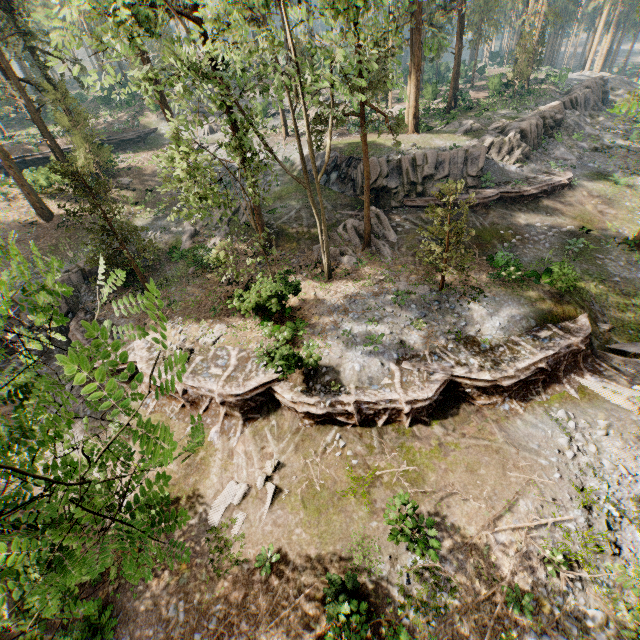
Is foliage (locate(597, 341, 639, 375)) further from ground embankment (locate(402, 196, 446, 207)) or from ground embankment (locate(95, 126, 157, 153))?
ground embankment (locate(95, 126, 157, 153))

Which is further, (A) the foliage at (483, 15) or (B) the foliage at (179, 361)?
(A) the foliage at (483, 15)

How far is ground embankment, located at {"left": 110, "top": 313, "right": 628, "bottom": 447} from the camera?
15.2 meters

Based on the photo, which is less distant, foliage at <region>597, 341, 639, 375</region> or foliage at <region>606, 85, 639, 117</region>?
foliage at <region>606, 85, 639, 117</region>

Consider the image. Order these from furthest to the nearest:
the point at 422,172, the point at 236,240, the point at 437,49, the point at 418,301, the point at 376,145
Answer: the point at 437,49 → the point at 376,145 → the point at 236,240 → the point at 422,172 → the point at 418,301

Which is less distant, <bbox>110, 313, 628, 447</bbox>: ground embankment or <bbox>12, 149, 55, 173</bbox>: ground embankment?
<bbox>110, 313, 628, 447</bbox>: ground embankment

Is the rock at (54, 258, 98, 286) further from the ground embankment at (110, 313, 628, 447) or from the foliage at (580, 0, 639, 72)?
the foliage at (580, 0, 639, 72)

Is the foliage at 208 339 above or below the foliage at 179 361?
below
